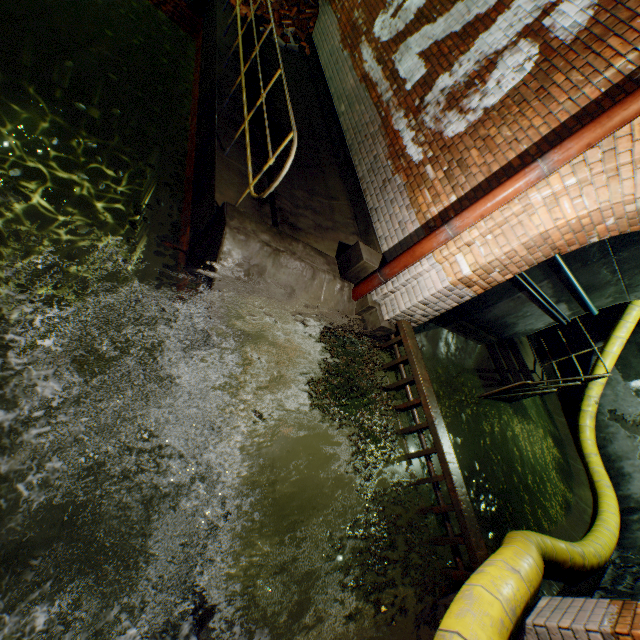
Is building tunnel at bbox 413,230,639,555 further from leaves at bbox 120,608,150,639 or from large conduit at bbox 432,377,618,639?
leaves at bbox 120,608,150,639

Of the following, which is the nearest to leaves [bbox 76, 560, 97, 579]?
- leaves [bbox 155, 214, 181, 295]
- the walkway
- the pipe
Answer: leaves [bbox 155, 214, 181, 295]

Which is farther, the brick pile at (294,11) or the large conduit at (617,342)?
the large conduit at (617,342)

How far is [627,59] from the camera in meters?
3.1 m

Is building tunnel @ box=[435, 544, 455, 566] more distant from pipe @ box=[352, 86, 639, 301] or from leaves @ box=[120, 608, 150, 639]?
leaves @ box=[120, 608, 150, 639]

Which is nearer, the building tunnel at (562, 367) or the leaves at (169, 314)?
the leaves at (169, 314)

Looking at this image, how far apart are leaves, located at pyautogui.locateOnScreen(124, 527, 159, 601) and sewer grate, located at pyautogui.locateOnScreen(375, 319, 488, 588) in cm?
268

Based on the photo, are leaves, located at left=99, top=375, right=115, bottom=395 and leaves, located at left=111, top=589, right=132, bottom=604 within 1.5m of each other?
yes
